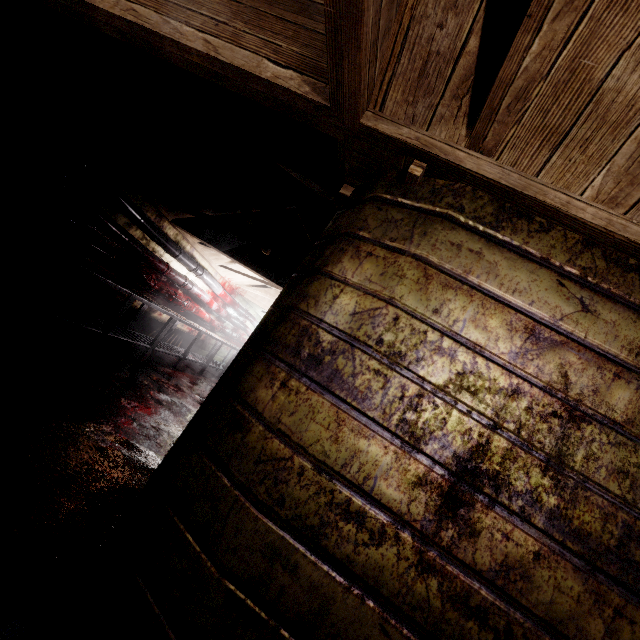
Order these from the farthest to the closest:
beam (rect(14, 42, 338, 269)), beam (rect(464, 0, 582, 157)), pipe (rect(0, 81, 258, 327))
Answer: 1. pipe (rect(0, 81, 258, 327))
2. beam (rect(14, 42, 338, 269))
3. beam (rect(464, 0, 582, 157))

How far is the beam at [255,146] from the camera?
2.05m

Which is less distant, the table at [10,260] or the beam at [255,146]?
the beam at [255,146]

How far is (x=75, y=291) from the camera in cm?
420

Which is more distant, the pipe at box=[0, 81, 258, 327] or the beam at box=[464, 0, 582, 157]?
the pipe at box=[0, 81, 258, 327]

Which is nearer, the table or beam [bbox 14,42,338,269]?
beam [bbox 14,42,338,269]

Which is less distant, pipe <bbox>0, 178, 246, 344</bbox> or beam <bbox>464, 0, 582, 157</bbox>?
Answer: beam <bbox>464, 0, 582, 157</bbox>

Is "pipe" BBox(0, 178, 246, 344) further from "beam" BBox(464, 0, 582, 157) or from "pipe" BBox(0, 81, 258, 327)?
"beam" BBox(464, 0, 582, 157)
